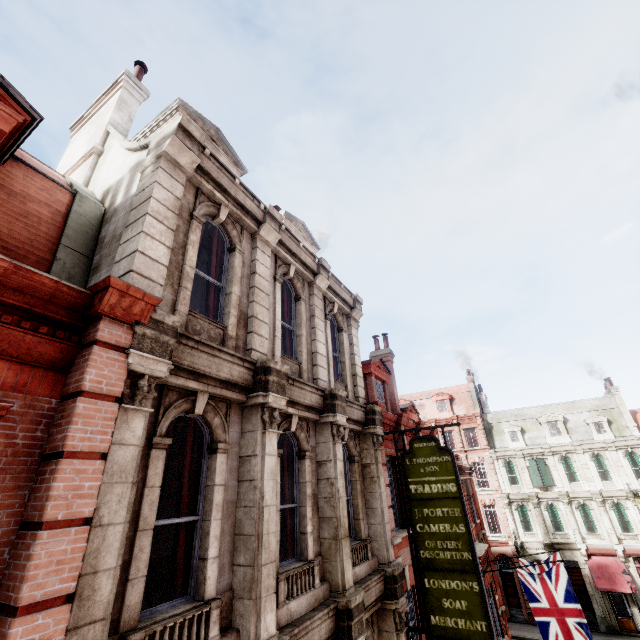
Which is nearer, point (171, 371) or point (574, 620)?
point (171, 371)

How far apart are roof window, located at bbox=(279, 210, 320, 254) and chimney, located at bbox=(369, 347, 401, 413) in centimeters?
787cm

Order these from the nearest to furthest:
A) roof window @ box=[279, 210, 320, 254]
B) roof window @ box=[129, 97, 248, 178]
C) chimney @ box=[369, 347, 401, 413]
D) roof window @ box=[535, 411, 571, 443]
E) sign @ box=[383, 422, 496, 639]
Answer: sign @ box=[383, 422, 496, 639], roof window @ box=[129, 97, 248, 178], roof window @ box=[279, 210, 320, 254], chimney @ box=[369, 347, 401, 413], roof window @ box=[535, 411, 571, 443]

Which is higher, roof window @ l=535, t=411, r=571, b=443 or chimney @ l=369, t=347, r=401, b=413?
chimney @ l=369, t=347, r=401, b=413

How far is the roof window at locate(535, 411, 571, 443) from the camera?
32.7 meters

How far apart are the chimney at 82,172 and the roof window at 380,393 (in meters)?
10.84

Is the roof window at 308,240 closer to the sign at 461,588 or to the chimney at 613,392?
the sign at 461,588

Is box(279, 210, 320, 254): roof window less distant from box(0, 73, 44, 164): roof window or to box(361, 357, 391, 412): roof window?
box(361, 357, 391, 412): roof window
